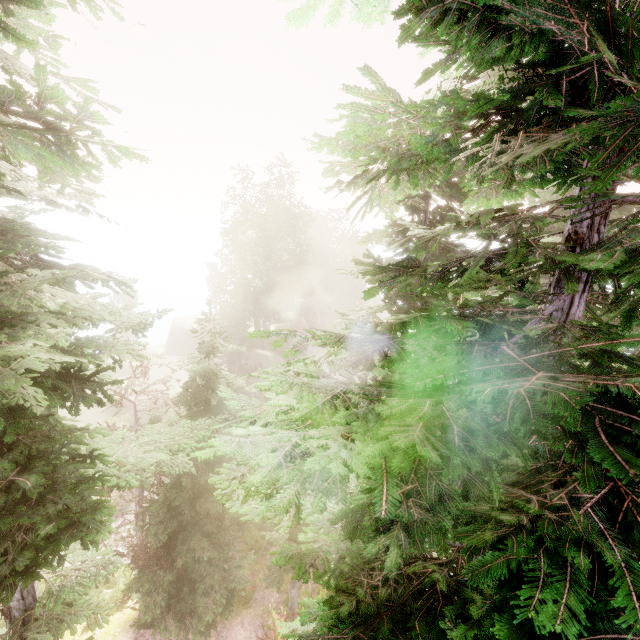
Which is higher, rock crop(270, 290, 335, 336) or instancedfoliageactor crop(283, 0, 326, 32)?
instancedfoliageactor crop(283, 0, 326, 32)

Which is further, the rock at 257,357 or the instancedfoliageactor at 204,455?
the rock at 257,357

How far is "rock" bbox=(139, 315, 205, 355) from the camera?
43.5m

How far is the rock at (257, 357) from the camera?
37.2 meters

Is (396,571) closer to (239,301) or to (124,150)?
(124,150)

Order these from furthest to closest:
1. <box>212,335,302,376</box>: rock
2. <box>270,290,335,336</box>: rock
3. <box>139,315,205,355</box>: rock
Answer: <box>270,290,335,336</box>: rock < <box>139,315,205,355</box>: rock < <box>212,335,302,376</box>: rock
